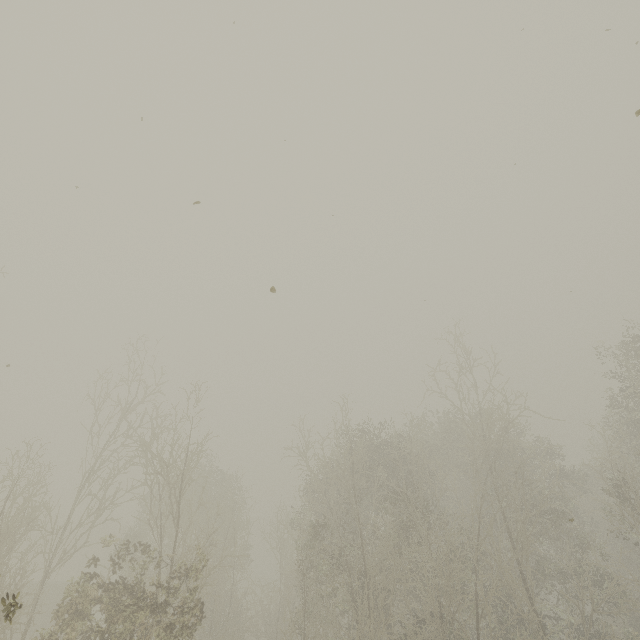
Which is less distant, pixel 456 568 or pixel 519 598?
pixel 519 598
